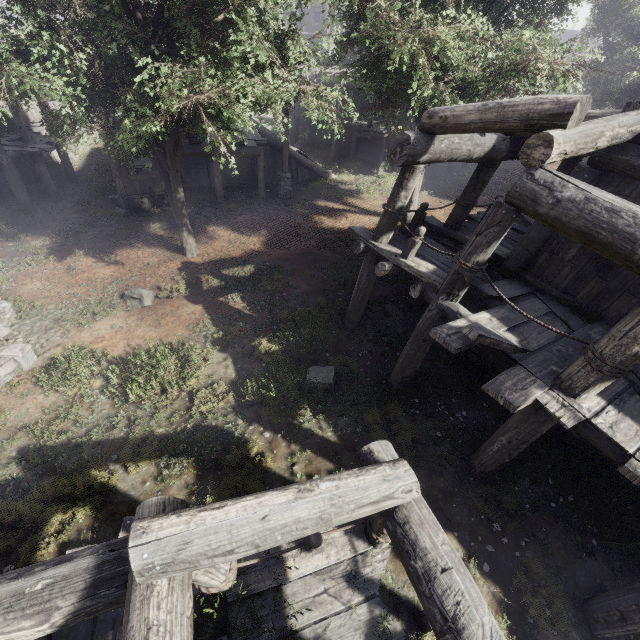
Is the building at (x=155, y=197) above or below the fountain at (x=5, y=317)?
above

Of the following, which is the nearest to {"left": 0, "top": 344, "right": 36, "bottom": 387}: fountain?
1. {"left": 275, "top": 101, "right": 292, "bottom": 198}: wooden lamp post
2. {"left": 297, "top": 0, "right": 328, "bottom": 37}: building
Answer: {"left": 297, "top": 0, "right": 328, "bottom": 37}: building

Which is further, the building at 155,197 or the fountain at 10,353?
the building at 155,197

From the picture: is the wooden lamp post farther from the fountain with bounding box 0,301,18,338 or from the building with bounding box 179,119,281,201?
the fountain with bounding box 0,301,18,338

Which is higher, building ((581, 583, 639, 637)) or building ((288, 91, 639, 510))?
building ((288, 91, 639, 510))

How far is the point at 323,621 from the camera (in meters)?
4.34

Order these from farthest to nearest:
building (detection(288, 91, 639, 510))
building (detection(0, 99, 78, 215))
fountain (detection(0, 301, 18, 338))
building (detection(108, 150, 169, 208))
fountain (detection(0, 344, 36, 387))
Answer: building (detection(108, 150, 169, 208)), building (detection(0, 99, 78, 215)), fountain (detection(0, 301, 18, 338)), fountain (detection(0, 344, 36, 387)), building (detection(288, 91, 639, 510))

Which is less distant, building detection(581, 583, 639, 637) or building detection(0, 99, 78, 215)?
building detection(581, 583, 639, 637)
